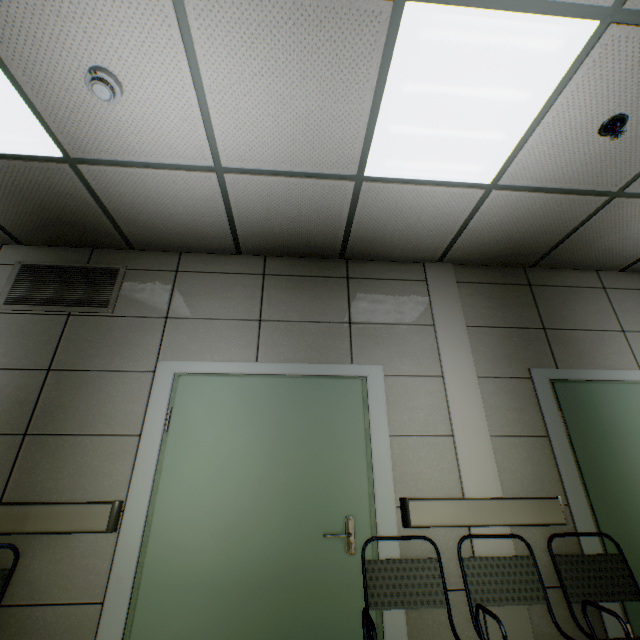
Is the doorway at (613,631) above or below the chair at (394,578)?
below

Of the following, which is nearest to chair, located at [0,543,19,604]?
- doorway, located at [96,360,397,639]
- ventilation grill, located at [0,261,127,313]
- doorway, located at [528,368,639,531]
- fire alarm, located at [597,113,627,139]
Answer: doorway, located at [96,360,397,639]

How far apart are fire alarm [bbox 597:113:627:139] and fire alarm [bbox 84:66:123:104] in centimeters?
293cm

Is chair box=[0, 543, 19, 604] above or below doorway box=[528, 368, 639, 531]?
below

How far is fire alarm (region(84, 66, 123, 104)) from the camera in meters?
1.7 m

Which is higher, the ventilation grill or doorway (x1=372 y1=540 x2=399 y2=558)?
the ventilation grill

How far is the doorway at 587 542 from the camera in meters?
2.3

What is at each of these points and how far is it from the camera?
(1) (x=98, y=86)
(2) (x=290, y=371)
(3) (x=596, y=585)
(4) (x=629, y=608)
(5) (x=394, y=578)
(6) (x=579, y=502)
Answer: (1) fire alarm, 1.69m
(2) doorway, 2.66m
(3) chair, 2.14m
(4) door, 2.16m
(5) chair, 2.08m
(6) doorway, 2.40m
